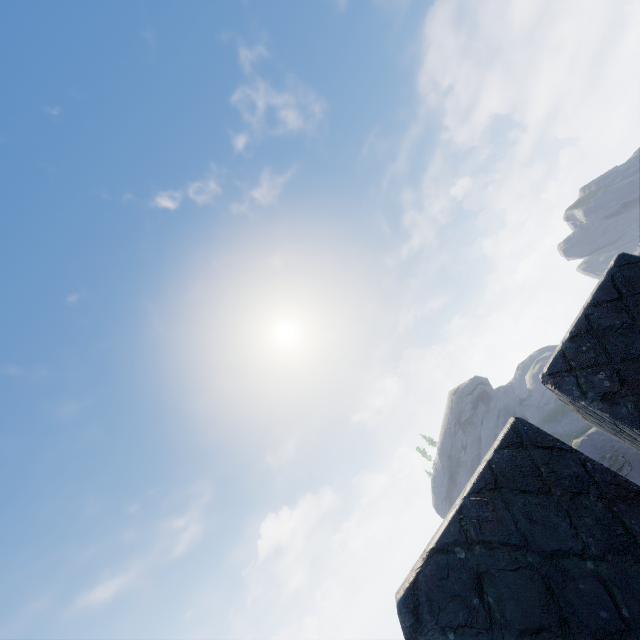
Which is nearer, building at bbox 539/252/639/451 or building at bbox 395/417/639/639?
building at bbox 395/417/639/639

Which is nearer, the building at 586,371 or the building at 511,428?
the building at 511,428

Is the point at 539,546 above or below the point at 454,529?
below
